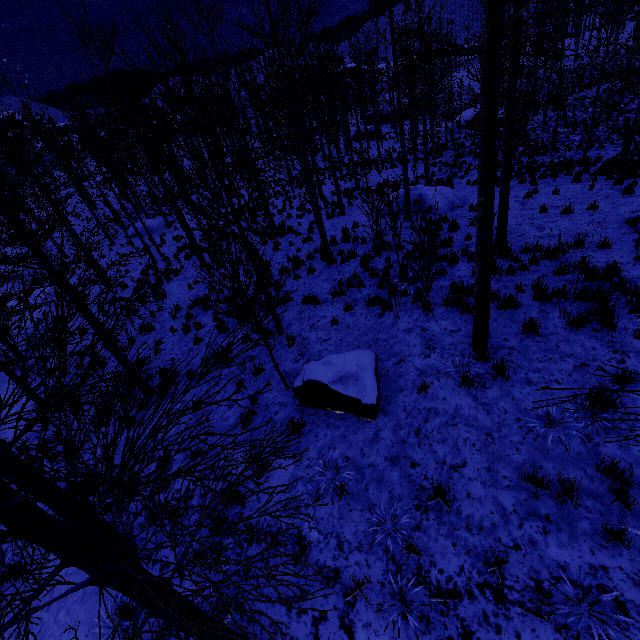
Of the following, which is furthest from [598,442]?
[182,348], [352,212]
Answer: [352,212]

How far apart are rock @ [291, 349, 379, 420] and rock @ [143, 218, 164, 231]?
25.6m

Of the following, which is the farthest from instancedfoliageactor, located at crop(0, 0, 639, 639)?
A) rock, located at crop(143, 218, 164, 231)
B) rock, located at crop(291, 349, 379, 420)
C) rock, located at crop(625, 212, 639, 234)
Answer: rock, located at crop(625, 212, 639, 234)

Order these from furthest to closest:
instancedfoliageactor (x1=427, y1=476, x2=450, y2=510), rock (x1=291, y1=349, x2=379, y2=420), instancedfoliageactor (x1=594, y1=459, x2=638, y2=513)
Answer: rock (x1=291, y1=349, x2=379, y2=420), instancedfoliageactor (x1=427, y1=476, x2=450, y2=510), instancedfoliageactor (x1=594, y1=459, x2=638, y2=513)

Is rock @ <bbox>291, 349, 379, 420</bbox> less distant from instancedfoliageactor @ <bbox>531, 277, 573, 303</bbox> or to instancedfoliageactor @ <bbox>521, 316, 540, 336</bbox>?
instancedfoliageactor @ <bbox>531, 277, 573, 303</bbox>

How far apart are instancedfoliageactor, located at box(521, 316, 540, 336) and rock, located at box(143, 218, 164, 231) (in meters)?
28.14

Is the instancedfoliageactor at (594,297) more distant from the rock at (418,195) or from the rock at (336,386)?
the rock at (336,386)

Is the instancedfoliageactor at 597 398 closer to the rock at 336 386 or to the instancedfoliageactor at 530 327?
the instancedfoliageactor at 530 327
